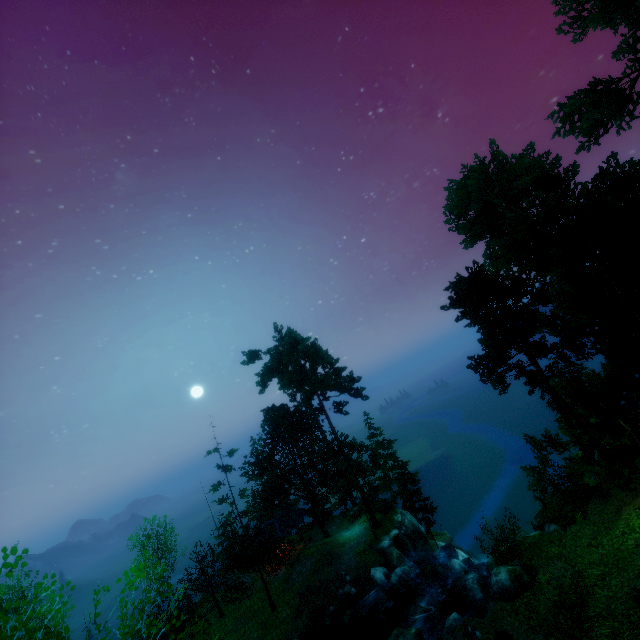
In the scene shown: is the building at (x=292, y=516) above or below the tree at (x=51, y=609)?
below

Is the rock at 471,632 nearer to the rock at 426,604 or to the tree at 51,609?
the rock at 426,604

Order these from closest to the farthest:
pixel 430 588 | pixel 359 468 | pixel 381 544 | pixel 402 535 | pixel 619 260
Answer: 1. pixel 619 260
2. pixel 430 588
3. pixel 381 544
4. pixel 402 535
5. pixel 359 468

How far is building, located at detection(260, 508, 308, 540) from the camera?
34.3 meters

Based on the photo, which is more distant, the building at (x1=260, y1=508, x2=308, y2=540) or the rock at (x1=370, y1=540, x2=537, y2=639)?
the building at (x1=260, y1=508, x2=308, y2=540)

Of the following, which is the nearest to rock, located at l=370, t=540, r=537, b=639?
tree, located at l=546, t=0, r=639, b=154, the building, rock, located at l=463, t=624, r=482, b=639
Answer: rock, located at l=463, t=624, r=482, b=639

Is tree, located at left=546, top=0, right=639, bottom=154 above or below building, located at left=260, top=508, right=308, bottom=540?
above

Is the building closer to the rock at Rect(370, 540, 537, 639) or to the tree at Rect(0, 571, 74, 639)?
the tree at Rect(0, 571, 74, 639)
